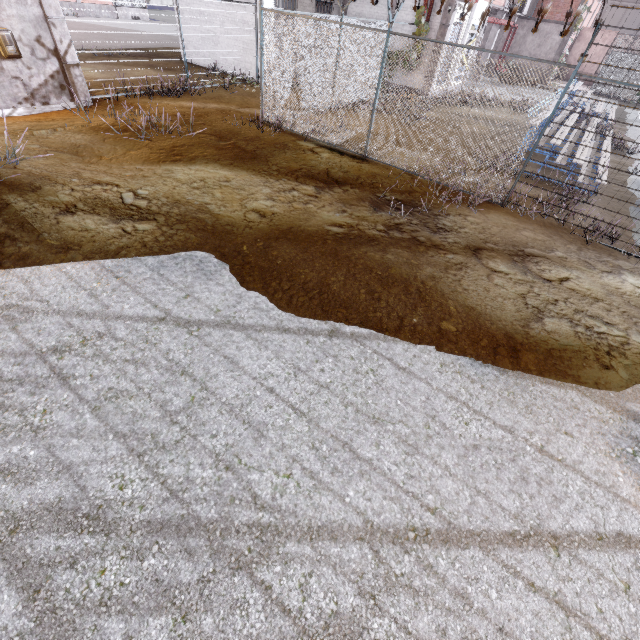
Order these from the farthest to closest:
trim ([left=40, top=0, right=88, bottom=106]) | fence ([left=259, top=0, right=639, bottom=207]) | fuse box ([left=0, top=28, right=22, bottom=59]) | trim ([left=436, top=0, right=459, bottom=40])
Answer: trim ([left=436, top=0, right=459, bottom=40]) < trim ([left=40, top=0, right=88, bottom=106]) < fuse box ([left=0, top=28, right=22, bottom=59]) < fence ([left=259, top=0, right=639, bottom=207])

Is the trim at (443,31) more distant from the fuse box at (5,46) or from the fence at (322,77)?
the fuse box at (5,46)

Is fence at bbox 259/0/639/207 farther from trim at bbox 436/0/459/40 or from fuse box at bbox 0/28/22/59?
fuse box at bbox 0/28/22/59

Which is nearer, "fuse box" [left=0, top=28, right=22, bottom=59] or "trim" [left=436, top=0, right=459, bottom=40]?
"fuse box" [left=0, top=28, right=22, bottom=59]

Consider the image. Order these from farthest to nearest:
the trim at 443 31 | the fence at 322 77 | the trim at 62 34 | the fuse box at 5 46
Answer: the trim at 443 31
the trim at 62 34
the fuse box at 5 46
the fence at 322 77

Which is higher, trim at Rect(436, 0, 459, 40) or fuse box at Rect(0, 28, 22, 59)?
trim at Rect(436, 0, 459, 40)

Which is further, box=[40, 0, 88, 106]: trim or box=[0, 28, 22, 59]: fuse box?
box=[40, 0, 88, 106]: trim

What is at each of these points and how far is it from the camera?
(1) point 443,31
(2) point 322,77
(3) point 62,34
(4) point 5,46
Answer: (1) trim, 15.2 meters
(2) fence, 12.0 meters
(3) trim, 9.3 meters
(4) fuse box, 8.5 meters
